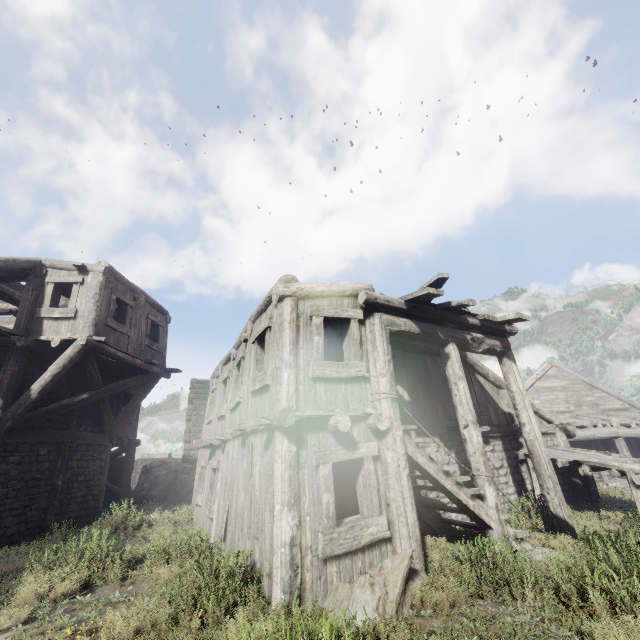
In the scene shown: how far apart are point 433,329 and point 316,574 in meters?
5.5 m

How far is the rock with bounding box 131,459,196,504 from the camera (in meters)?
17.11

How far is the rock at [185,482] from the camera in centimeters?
1711cm

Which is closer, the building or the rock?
the building

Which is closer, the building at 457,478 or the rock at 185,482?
the building at 457,478
